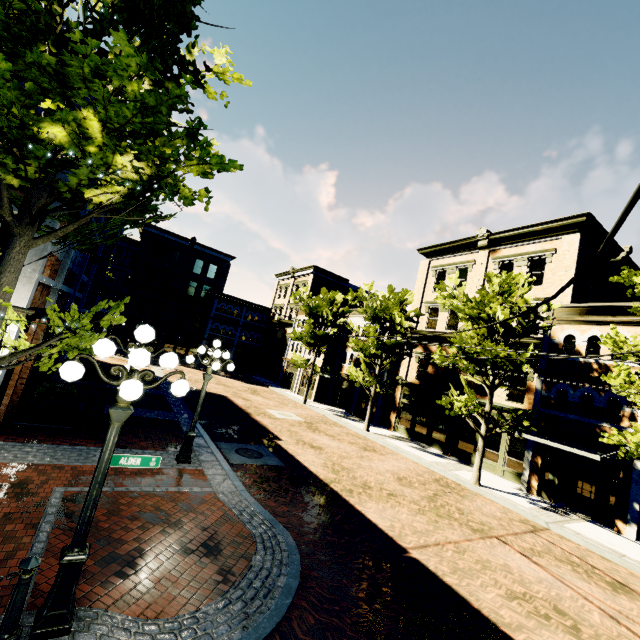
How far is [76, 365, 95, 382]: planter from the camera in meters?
16.0 m

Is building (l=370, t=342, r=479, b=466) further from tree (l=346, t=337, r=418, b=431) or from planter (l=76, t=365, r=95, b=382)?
planter (l=76, t=365, r=95, b=382)

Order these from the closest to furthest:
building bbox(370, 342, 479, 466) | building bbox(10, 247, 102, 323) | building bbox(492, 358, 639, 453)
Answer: building bbox(10, 247, 102, 323) < building bbox(492, 358, 639, 453) < building bbox(370, 342, 479, 466)

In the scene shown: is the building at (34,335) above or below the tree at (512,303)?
below

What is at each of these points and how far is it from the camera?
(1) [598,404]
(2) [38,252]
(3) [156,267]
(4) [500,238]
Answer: (1) building, 14.65m
(2) building, 7.18m
(3) building, 39.16m
(4) building, 21.34m

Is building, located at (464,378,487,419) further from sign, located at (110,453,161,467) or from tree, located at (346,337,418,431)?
sign, located at (110,453,161,467)

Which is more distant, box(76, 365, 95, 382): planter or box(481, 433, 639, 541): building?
box(76, 365, 95, 382): planter

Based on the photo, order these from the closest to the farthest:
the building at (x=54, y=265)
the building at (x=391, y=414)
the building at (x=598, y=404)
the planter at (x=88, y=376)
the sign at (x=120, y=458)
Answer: the sign at (x=120, y=458) → the building at (x=54, y=265) → the building at (x=598, y=404) → the planter at (x=88, y=376) → the building at (x=391, y=414)
